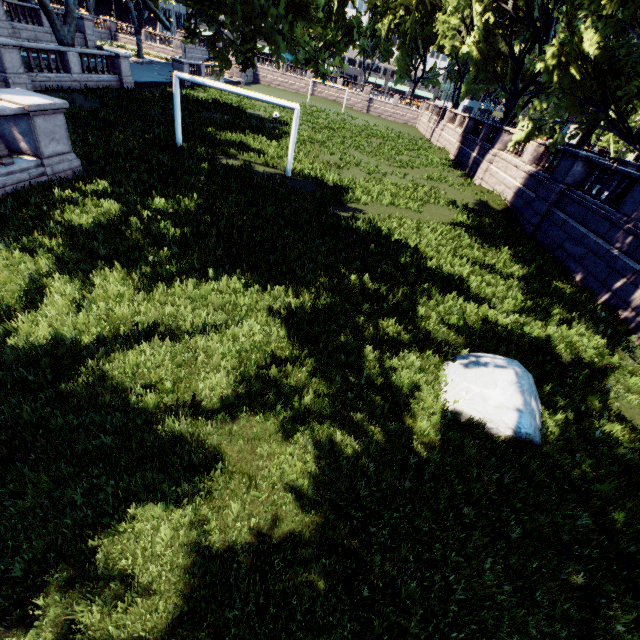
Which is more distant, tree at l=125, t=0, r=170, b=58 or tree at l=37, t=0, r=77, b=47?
tree at l=37, t=0, r=77, b=47

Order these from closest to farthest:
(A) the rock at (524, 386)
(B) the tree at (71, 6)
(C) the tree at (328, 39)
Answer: (A) the rock at (524, 386) < (C) the tree at (328, 39) < (B) the tree at (71, 6)

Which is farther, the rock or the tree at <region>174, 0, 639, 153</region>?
the tree at <region>174, 0, 639, 153</region>

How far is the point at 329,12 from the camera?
56.03m

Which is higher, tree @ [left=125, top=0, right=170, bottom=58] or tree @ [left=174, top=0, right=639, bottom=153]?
tree @ [left=174, top=0, right=639, bottom=153]

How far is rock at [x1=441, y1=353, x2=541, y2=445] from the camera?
5.79m

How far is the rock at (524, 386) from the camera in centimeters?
579cm

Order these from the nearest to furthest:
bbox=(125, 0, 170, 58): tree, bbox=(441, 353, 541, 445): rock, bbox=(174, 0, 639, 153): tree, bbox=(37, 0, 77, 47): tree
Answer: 1. bbox=(441, 353, 541, 445): rock
2. bbox=(174, 0, 639, 153): tree
3. bbox=(125, 0, 170, 58): tree
4. bbox=(37, 0, 77, 47): tree
